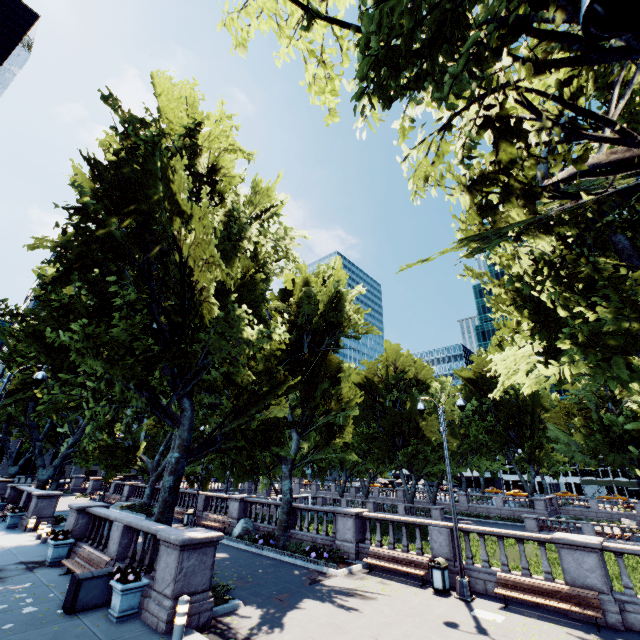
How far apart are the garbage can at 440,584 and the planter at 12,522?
25.17m

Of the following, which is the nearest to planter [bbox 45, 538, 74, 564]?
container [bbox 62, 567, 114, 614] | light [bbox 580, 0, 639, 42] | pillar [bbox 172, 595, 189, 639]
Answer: container [bbox 62, 567, 114, 614]

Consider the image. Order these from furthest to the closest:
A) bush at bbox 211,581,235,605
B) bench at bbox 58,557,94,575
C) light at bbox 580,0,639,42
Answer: bench at bbox 58,557,94,575 → bush at bbox 211,581,235,605 → light at bbox 580,0,639,42

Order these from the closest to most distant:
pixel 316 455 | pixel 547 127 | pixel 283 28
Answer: pixel 547 127 < pixel 283 28 < pixel 316 455

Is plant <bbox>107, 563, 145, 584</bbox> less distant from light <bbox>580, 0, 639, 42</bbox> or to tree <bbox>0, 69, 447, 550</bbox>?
tree <bbox>0, 69, 447, 550</bbox>

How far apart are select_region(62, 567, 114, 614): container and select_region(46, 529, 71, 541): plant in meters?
5.5

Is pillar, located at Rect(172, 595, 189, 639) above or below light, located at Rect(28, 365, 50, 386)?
below

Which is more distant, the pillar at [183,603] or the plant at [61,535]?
the plant at [61,535]
